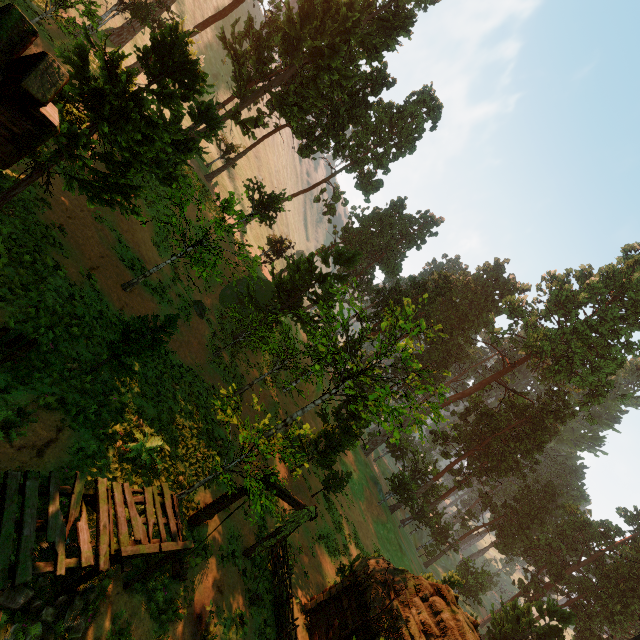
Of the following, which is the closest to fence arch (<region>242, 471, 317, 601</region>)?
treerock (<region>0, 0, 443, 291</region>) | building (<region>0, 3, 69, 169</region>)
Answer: building (<region>0, 3, 69, 169</region>)

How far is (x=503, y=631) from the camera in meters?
28.5 m

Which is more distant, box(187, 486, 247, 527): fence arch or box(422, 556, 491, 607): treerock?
box(422, 556, 491, 607): treerock

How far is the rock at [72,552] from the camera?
7.43m

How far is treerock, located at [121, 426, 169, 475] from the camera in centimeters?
1058cm

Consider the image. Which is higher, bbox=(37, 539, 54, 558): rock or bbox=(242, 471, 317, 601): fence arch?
bbox=(242, 471, 317, 601): fence arch

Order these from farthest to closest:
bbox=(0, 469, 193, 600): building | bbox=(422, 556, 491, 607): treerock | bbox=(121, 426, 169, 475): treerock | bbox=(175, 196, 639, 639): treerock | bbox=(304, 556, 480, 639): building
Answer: bbox=(422, 556, 491, 607): treerock
bbox=(175, 196, 639, 639): treerock
bbox=(304, 556, 480, 639): building
bbox=(121, 426, 169, 475): treerock
bbox=(0, 469, 193, 600): building

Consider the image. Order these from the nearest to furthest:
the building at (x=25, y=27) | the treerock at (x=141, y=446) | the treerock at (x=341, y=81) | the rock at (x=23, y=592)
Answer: the building at (x=25, y=27)
the rock at (x=23, y=592)
the treerock at (x=341, y=81)
the treerock at (x=141, y=446)
